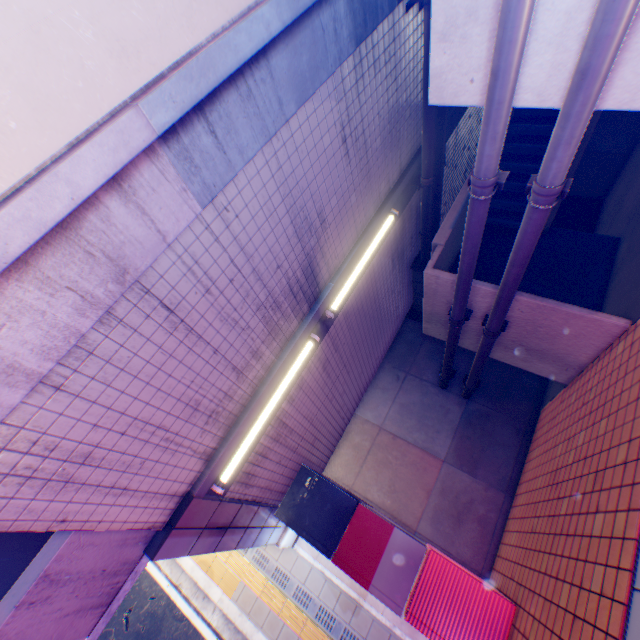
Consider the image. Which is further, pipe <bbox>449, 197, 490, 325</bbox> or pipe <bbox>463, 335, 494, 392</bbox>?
pipe <bbox>463, 335, 494, 392</bbox>

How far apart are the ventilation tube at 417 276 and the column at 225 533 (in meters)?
5.66

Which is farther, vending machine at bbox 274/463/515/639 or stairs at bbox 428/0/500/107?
vending machine at bbox 274/463/515/639

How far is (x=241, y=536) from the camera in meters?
4.7

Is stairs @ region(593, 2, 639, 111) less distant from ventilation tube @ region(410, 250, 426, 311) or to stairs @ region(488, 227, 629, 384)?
stairs @ region(488, 227, 629, 384)

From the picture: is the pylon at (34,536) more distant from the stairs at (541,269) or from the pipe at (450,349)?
the stairs at (541,269)

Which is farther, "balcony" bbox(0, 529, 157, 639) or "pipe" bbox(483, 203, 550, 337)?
"pipe" bbox(483, 203, 550, 337)

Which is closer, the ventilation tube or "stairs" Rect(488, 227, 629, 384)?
"stairs" Rect(488, 227, 629, 384)
